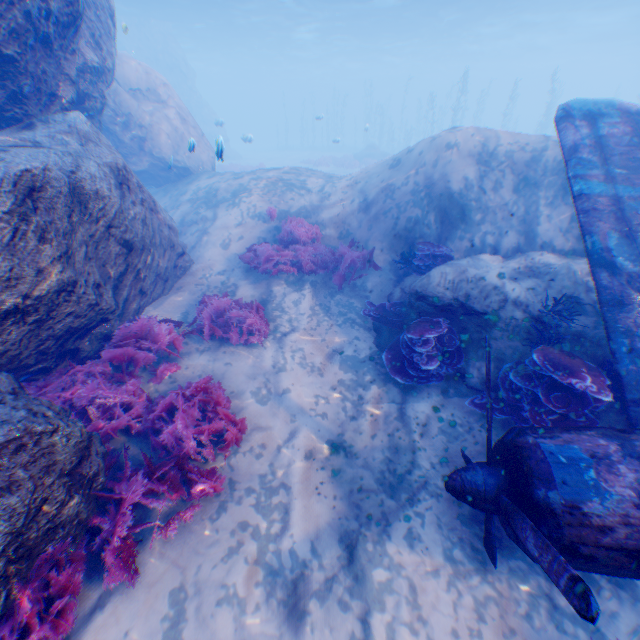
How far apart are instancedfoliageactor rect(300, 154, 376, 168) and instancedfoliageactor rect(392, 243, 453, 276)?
25.23m

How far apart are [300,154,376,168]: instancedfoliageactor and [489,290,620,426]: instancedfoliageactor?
28.83m

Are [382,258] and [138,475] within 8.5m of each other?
yes

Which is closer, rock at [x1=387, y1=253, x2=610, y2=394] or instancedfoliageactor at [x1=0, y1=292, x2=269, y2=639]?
instancedfoliageactor at [x1=0, y1=292, x2=269, y2=639]

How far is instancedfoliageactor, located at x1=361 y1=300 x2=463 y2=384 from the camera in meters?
5.7 m

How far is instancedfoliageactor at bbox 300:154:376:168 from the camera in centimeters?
2966cm

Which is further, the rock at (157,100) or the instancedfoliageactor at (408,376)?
the instancedfoliageactor at (408,376)

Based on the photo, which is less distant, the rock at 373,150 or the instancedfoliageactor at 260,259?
the instancedfoliageactor at 260,259
